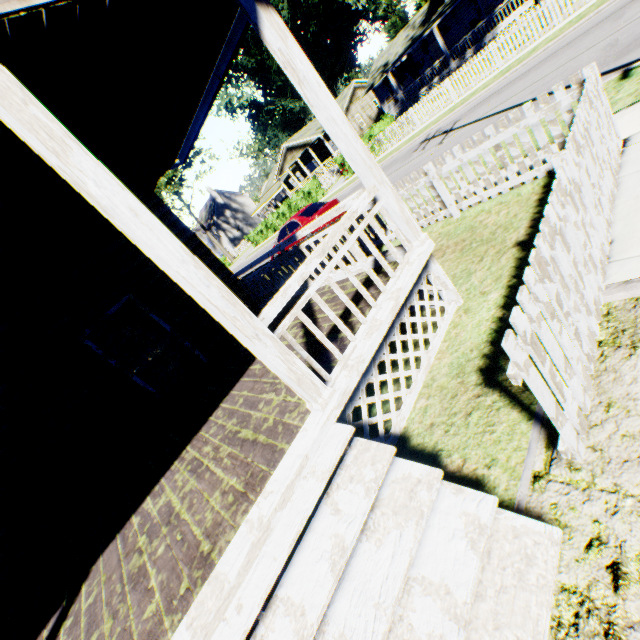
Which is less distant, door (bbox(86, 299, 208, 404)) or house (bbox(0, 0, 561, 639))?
house (bbox(0, 0, 561, 639))

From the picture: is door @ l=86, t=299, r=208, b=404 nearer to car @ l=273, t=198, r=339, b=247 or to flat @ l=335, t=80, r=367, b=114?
car @ l=273, t=198, r=339, b=247

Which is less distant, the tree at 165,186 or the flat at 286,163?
the flat at 286,163

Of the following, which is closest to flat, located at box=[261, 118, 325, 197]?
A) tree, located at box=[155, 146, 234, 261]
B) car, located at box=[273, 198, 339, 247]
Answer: tree, located at box=[155, 146, 234, 261]

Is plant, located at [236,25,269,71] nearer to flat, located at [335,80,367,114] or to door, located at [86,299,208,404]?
flat, located at [335,80,367,114]

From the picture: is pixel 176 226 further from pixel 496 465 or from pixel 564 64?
pixel 564 64

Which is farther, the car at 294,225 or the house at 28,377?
the car at 294,225

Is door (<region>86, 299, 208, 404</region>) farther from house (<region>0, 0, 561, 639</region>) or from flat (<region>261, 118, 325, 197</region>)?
flat (<region>261, 118, 325, 197</region>)
